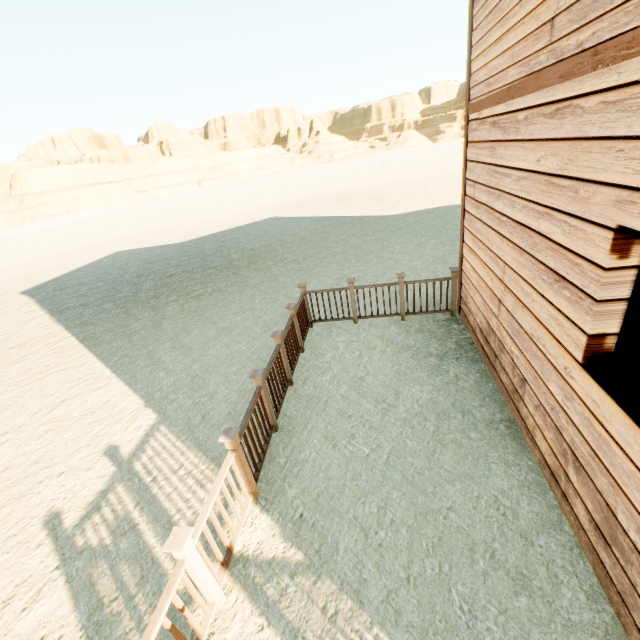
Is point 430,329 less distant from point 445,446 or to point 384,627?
point 445,446
